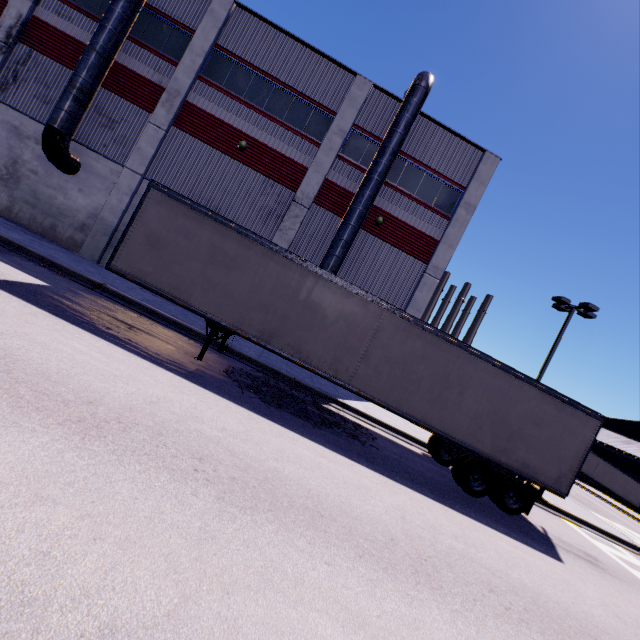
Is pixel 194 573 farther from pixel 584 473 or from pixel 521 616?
pixel 584 473

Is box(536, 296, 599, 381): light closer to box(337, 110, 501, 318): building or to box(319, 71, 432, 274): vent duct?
box(337, 110, 501, 318): building

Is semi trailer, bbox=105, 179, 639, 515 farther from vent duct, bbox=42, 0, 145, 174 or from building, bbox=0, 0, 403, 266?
vent duct, bbox=42, 0, 145, 174

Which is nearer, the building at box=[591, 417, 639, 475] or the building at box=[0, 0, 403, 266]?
the building at box=[0, 0, 403, 266]

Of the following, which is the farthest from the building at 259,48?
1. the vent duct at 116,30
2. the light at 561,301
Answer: the light at 561,301

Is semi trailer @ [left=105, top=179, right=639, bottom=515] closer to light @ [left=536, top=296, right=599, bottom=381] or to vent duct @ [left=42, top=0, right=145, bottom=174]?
vent duct @ [left=42, top=0, right=145, bottom=174]

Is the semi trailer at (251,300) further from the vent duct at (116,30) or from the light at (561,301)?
the light at (561,301)

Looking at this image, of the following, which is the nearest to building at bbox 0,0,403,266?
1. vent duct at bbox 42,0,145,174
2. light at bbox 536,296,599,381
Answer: vent duct at bbox 42,0,145,174
